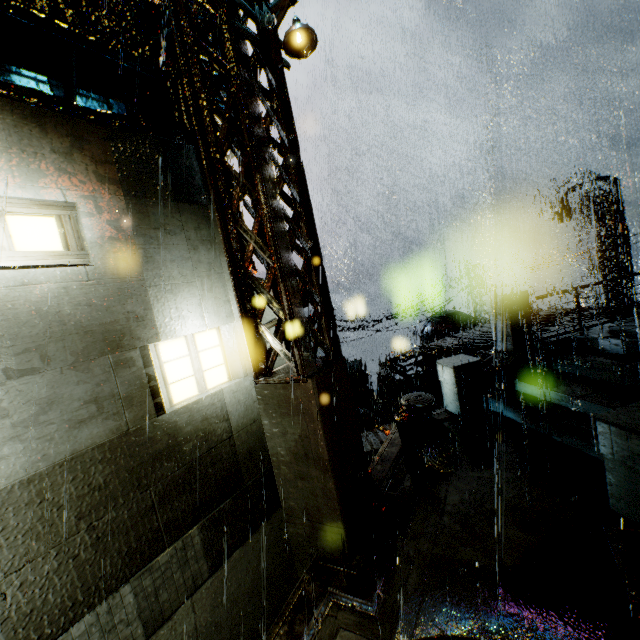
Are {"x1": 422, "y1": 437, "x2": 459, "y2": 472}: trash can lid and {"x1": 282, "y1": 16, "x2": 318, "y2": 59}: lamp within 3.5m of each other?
no

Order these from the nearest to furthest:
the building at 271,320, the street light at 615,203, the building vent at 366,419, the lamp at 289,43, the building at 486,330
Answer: the lamp at 289,43
the building at 271,320
the building at 486,330
the street light at 615,203
the building vent at 366,419

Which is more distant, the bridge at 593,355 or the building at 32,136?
the bridge at 593,355

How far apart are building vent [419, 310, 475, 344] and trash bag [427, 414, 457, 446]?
15.6 meters

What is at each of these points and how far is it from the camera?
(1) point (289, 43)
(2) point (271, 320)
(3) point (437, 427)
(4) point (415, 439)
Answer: (1) lamp, 4.61m
(2) building, 6.55m
(3) trash bag, 7.29m
(4) trash can, 7.04m

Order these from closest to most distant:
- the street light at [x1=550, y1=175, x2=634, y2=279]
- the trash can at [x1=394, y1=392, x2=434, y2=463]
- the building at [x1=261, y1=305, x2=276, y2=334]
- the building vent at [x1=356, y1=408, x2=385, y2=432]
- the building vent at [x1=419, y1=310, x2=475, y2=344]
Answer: the building at [x1=261, y1=305, x2=276, y2=334] → the trash can at [x1=394, y1=392, x2=434, y2=463] → the street light at [x1=550, y1=175, x2=634, y2=279] → the building vent at [x1=419, y1=310, x2=475, y2=344] → the building vent at [x1=356, y1=408, x2=385, y2=432]

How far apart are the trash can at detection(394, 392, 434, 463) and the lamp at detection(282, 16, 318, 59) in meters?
6.6

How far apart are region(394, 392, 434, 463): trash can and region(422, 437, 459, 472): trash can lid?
0.0 meters
